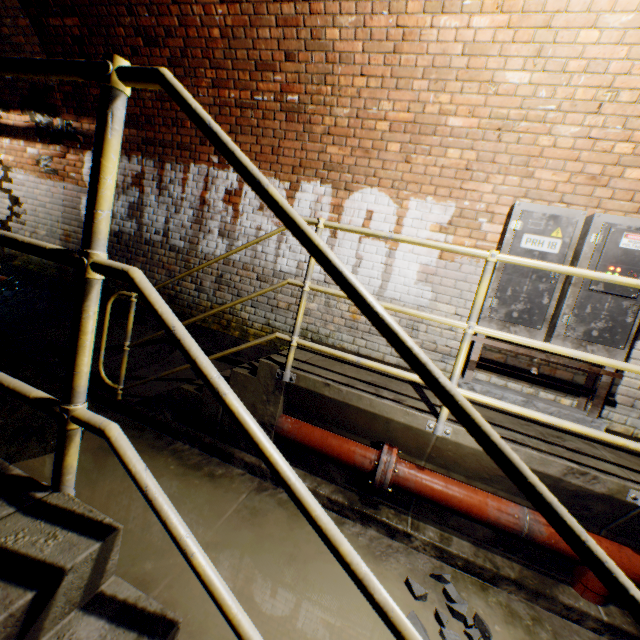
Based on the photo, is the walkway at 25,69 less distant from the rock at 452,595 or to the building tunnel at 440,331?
the building tunnel at 440,331

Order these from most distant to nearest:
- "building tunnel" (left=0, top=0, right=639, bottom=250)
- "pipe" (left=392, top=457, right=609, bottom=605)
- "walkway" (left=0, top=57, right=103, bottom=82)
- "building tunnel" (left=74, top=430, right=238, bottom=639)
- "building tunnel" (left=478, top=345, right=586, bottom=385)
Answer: "building tunnel" (left=478, top=345, right=586, bottom=385)
"building tunnel" (left=0, top=0, right=639, bottom=250)
"pipe" (left=392, top=457, right=609, bottom=605)
"building tunnel" (left=74, top=430, right=238, bottom=639)
"walkway" (left=0, top=57, right=103, bottom=82)

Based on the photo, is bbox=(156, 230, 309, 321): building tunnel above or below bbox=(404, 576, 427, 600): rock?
above

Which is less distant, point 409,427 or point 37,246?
point 37,246

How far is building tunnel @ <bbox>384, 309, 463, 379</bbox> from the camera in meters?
3.6

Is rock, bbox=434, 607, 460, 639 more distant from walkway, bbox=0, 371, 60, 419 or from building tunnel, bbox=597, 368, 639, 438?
walkway, bbox=0, 371, 60, 419

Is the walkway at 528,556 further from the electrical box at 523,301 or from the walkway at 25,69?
the walkway at 25,69

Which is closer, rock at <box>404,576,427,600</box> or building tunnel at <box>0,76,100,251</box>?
rock at <box>404,576,427,600</box>
